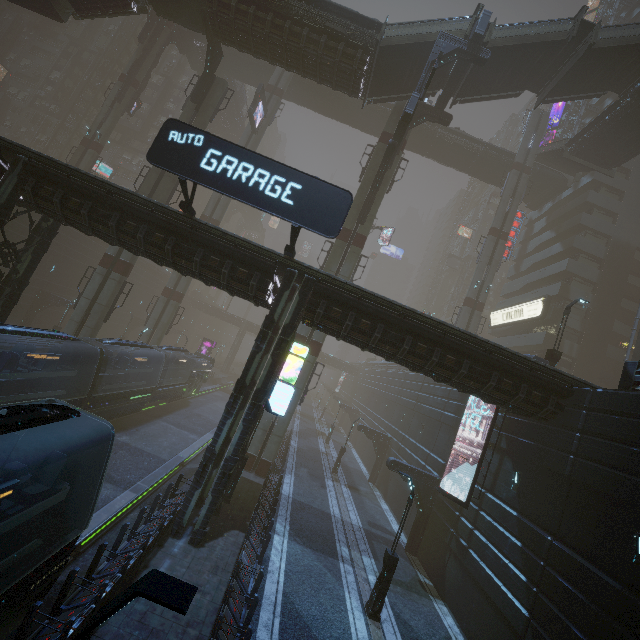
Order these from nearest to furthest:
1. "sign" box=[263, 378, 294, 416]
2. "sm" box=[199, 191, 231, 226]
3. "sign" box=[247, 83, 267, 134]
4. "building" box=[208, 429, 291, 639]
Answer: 1. "building" box=[208, 429, 291, 639]
2. "sign" box=[263, 378, 294, 416]
3. "sign" box=[247, 83, 267, 134]
4. "sm" box=[199, 191, 231, 226]

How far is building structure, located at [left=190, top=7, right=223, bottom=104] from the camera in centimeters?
2328cm

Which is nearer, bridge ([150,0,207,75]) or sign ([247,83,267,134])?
bridge ([150,0,207,75])

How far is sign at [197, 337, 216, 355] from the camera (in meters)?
50.81

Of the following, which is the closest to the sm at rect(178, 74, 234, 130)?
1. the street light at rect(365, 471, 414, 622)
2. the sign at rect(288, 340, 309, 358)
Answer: the sign at rect(288, 340, 309, 358)

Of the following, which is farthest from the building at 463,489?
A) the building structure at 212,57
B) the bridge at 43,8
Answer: the building structure at 212,57

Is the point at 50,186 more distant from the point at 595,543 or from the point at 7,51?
the point at 7,51

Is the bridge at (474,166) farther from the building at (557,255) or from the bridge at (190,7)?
the building at (557,255)
